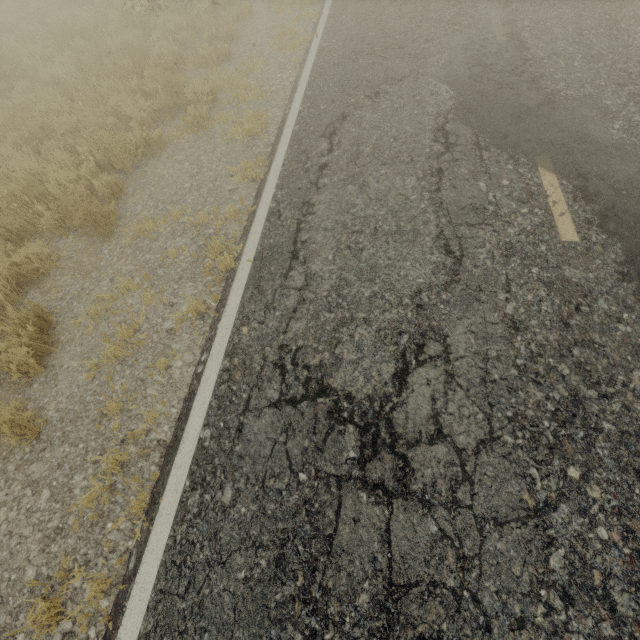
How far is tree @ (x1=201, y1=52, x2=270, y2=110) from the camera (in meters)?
6.28

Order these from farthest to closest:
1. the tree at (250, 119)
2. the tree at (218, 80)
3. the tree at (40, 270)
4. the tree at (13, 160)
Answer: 1. the tree at (218, 80)
2. the tree at (250, 119)
3. the tree at (13, 160)
4. the tree at (40, 270)

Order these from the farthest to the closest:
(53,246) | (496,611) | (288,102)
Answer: (288,102)
(53,246)
(496,611)

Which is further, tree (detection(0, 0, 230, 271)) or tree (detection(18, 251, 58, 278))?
tree (detection(0, 0, 230, 271))

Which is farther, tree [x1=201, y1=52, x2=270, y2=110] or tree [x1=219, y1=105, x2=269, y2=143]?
tree [x1=201, y1=52, x2=270, y2=110]

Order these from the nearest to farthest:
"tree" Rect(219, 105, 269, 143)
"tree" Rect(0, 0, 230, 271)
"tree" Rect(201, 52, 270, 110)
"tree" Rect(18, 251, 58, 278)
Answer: "tree" Rect(18, 251, 58, 278) < "tree" Rect(0, 0, 230, 271) < "tree" Rect(219, 105, 269, 143) < "tree" Rect(201, 52, 270, 110)

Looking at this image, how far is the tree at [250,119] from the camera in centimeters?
558cm
